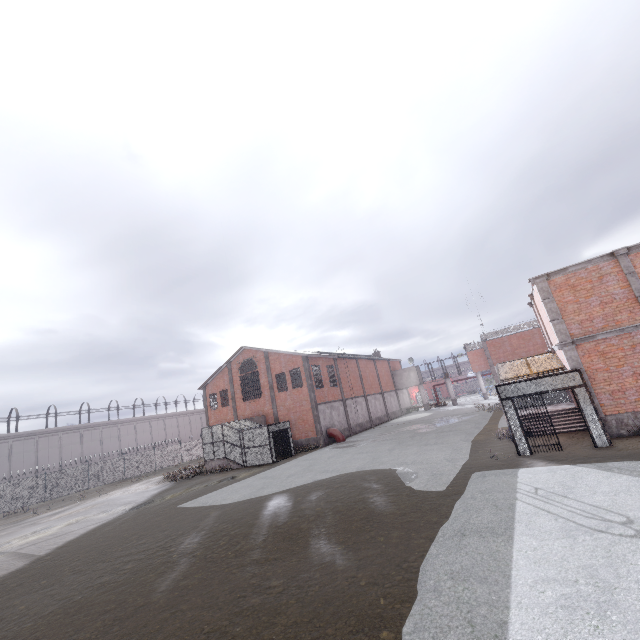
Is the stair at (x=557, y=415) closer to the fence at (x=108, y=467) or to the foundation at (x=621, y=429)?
the foundation at (x=621, y=429)

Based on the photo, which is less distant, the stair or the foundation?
the foundation

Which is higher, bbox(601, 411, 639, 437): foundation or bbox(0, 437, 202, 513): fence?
bbox(0, 437, 202, 513): fence

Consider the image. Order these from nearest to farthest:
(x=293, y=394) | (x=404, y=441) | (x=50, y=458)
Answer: (x=404, y=441)
(x=293, y=394)
(x=50, y=458)

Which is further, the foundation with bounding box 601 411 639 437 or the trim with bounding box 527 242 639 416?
the trim with bounding box 527 242 639 416

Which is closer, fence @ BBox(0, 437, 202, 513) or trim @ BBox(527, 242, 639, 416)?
trim @ BBox(527, 242, 639, 416)

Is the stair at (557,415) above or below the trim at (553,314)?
below

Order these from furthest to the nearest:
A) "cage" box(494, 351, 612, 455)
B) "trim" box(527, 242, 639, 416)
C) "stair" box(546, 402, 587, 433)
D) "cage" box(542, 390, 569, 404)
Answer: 1. "cage" box(542, 390, 569, 404)
2. "stair" box(546, 402, 587, 433)
3. "trim" box(527, 242, 639, 416)
4. "cage" box(494, 351, 612, 455)
